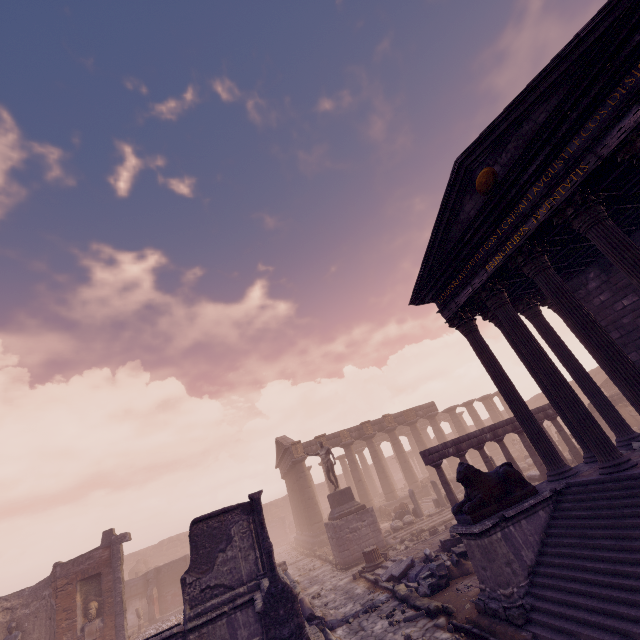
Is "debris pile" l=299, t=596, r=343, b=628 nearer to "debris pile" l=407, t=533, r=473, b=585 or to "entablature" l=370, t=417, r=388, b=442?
"debris pile" l=407, t=533, r=473, b=585

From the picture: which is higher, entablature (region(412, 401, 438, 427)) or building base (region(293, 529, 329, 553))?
entablature (region(412, 401, 438, 427))

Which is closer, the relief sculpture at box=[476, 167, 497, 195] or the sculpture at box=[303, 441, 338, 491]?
the relief sculpture at box=[476, 167, 497, 195]

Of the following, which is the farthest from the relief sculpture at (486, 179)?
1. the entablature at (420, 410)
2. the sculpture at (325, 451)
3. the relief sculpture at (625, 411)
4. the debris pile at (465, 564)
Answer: the entablature at (420, 410)

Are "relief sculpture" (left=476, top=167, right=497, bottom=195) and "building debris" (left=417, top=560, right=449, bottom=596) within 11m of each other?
yes

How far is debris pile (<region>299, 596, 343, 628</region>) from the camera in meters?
9.5

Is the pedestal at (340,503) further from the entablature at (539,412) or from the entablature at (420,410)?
the entablature at (420,410)

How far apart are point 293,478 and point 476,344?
25.5m
